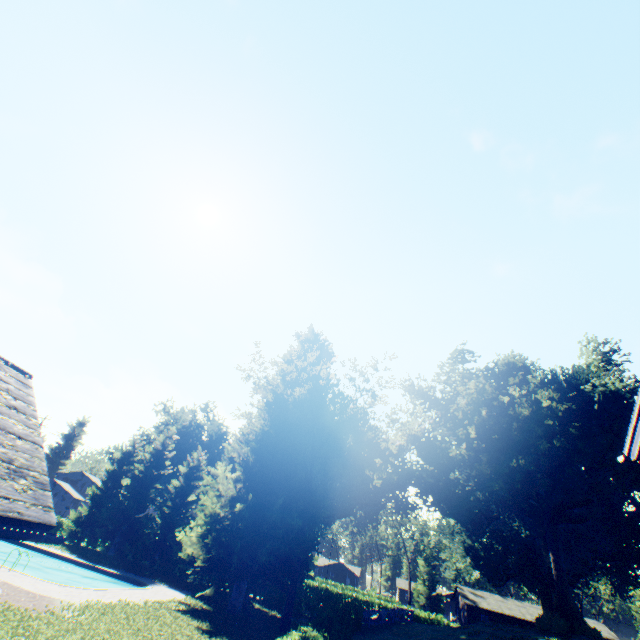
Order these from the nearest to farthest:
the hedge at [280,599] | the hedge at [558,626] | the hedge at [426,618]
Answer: the hedge at [558,626], the hedge at [280,599], the hedge at [426,618]

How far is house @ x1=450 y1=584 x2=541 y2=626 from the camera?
48.78m

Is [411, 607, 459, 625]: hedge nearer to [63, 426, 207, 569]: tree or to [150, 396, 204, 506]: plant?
[150, 396, 204, 506]: plant

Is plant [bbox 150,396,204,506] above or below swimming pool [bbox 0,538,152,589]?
above

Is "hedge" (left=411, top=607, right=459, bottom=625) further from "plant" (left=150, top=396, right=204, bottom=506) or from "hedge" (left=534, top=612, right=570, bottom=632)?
"hedge" (left=534, top=612, right=570, bottom=632)

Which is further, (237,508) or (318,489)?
(318,489)

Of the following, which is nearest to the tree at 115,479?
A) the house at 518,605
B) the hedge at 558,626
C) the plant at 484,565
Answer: the plant at 484,565

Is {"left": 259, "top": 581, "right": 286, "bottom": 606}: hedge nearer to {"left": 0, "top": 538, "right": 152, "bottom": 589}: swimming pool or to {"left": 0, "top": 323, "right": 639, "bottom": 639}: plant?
{"left": 0, "top": 323, "right": 639, "bottom": 639}: plant
